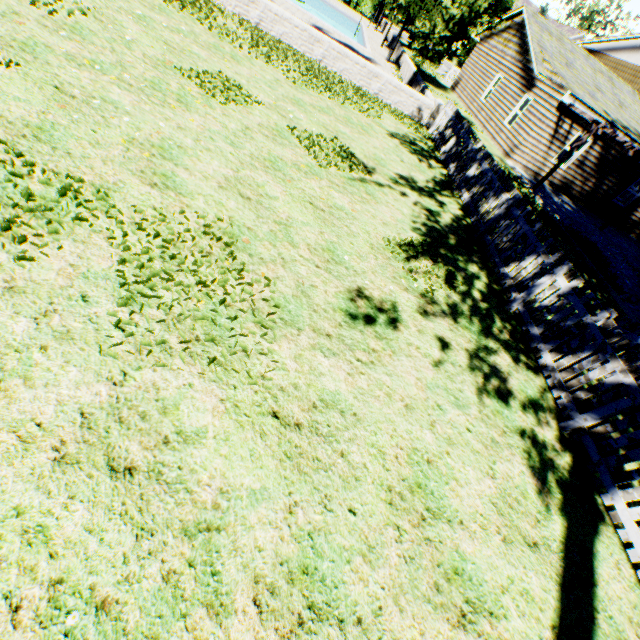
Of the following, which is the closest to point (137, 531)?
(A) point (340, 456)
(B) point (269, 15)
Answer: (A) point (340, 456)

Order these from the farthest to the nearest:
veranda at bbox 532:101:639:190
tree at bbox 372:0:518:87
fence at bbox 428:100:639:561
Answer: veranda at bbox 532:101:639:190 → tree at bbox 372:0:518:87 → fence at bbox 428:100:639:561

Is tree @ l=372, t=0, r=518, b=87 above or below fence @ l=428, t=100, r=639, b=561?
above

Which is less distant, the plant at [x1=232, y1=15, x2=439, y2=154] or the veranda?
the plant at [x1=232, y1=15, x2=439, y2=154]

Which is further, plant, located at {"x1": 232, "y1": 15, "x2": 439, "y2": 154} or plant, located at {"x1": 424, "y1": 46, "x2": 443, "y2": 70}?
plant, located at {"x1": 424, "y1": 46, "x2": 443, "y2": 70}

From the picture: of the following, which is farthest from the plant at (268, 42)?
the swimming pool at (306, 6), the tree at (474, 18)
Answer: the swimming pool at (306, 6)

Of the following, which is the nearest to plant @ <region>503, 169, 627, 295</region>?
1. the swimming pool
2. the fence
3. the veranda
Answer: the fence

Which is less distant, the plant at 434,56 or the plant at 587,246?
the plant at 587,246
